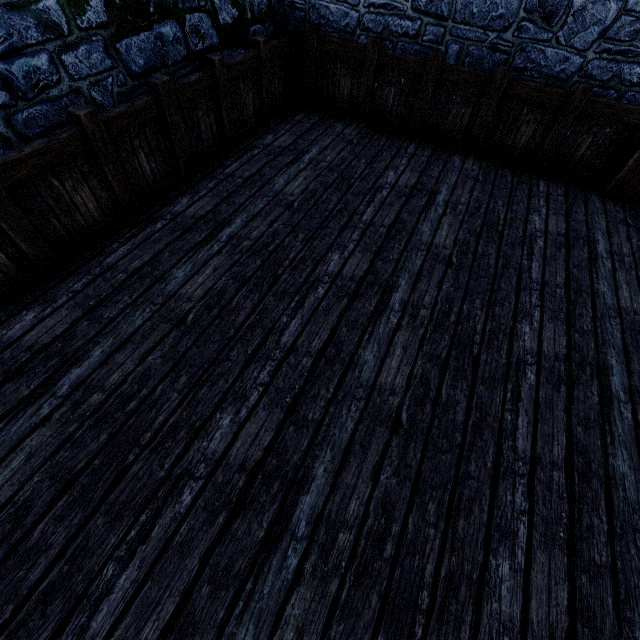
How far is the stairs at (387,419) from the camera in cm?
231

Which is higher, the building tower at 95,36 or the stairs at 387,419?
the building tower at 95,36

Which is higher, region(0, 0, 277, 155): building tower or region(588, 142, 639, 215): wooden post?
region(0, 0, 277, 155): building tower

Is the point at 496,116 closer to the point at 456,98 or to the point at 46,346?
the point at 456,98

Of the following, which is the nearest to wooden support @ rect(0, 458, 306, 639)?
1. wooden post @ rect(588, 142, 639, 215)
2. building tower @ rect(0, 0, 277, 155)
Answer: building tower @ rect(0, 0, 277, 155)

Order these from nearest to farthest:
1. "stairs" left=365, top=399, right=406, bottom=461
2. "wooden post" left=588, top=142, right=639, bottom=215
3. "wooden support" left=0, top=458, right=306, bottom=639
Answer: "wooden support" left=0, top=458, right=306, bottom=639 → "stairs" left=365, top=399, right=406, bottom=461 → "wooden post" left=588, top=142, right=639, bottom=215

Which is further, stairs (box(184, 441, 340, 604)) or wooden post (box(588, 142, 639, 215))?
wooden post (box(588, 142, 639, 215))
